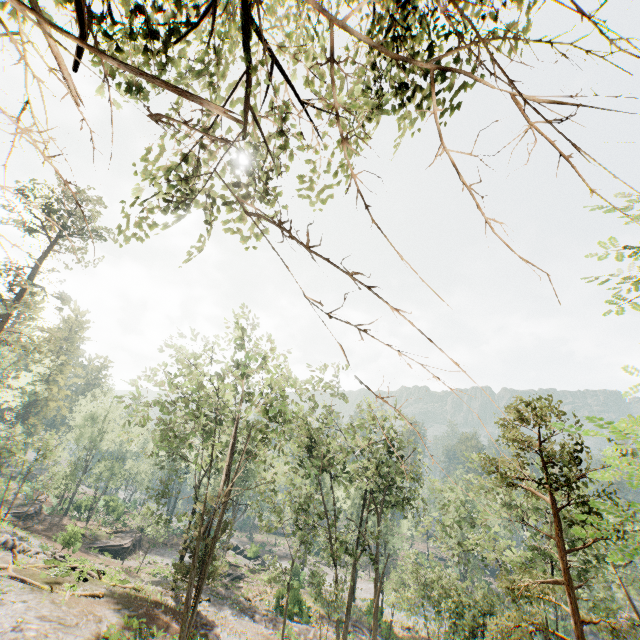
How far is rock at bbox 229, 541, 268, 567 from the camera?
49.2m

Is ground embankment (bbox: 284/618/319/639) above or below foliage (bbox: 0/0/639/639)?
below

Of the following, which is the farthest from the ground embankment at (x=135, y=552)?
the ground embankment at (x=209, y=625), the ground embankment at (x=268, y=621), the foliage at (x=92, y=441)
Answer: the ground embankment at (x=209, y=625)

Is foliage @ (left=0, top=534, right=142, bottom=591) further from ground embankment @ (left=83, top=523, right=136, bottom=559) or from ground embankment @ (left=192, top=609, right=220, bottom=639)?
ground embankment @ (left=83, top=523, right=136, bottom=559)

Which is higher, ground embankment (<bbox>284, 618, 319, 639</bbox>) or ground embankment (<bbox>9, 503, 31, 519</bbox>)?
ground embankment (<bbox>9, 503, 31, 519</bbox>)

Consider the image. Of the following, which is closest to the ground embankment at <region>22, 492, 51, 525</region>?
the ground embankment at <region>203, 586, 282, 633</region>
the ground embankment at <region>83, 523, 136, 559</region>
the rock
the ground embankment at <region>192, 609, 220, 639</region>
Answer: the ground embankment at <region>83, 523, 136, 559</region>

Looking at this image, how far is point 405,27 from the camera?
6.6m

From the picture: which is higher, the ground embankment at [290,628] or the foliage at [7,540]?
the foliage at [7,540]
